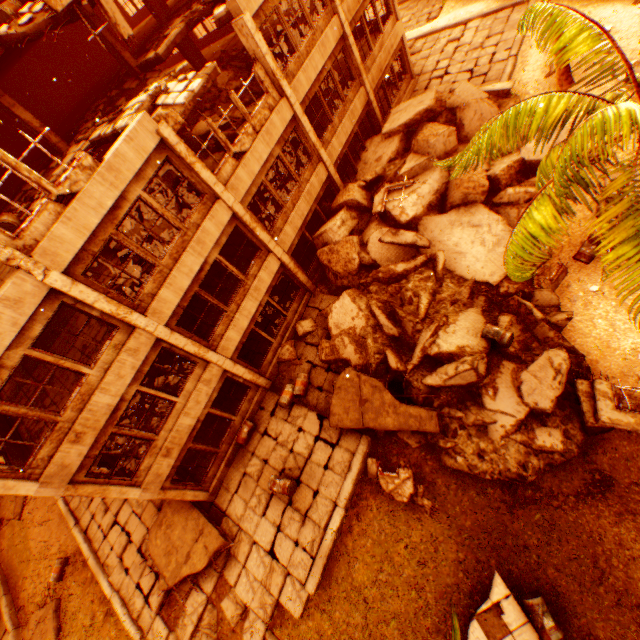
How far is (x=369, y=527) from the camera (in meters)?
10.17

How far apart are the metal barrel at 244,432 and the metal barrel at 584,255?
13.5m

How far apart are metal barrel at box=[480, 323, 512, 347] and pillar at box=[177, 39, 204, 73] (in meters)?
21.28

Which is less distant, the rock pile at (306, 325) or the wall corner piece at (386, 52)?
the rock pile at (306, 325)

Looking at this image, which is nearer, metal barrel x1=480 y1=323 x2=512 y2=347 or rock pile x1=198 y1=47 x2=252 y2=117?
metal barrel x1=480 y1=323 x2=512 y2=347

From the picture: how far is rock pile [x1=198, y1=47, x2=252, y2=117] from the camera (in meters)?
14.06

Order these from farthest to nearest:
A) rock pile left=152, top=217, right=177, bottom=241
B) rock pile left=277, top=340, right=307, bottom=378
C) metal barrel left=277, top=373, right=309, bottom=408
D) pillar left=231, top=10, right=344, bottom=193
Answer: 1. rock pile left=277, top=340, right=307, bottom=378
2. metal barrel left=277, top=373, right=309, bottom=408
3. rock pile left=152, top=217, right=177, bottom=241
4. pillar left=231, top=10, right=344, bottom=193

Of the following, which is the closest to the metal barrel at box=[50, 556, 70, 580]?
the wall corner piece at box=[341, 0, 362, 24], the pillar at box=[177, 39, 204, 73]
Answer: the pillar at box=[177, 39, 204, 73]
